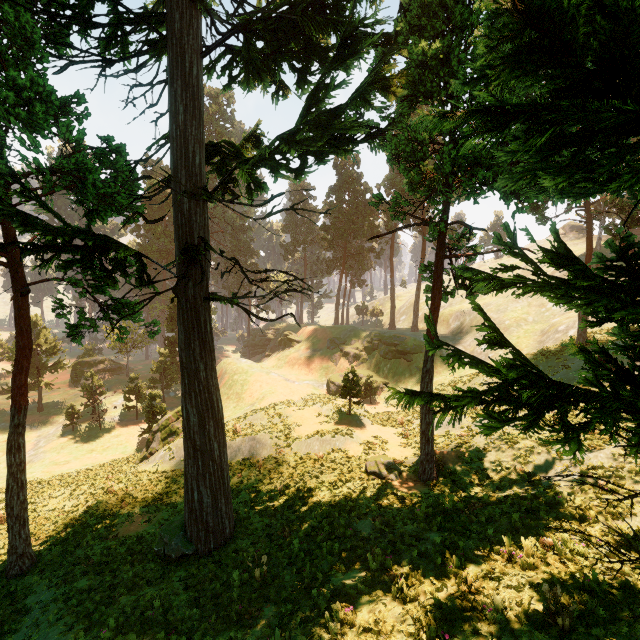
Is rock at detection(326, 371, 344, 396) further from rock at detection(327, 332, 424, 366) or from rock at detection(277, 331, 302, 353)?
rock at detection(277, 331, 302, 353)

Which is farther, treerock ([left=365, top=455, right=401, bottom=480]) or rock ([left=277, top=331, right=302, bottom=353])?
rock ([left=277, top=331, right=302, bottom=353])

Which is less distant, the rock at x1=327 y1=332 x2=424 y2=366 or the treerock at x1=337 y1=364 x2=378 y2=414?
the treerock at x1=337 y1=364 x2=378 y2=414

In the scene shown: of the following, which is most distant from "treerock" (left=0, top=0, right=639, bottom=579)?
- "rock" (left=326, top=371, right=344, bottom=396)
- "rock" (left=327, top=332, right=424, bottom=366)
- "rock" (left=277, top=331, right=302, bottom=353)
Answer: "rock" (left=326, top=371, right=344, bottom=396)

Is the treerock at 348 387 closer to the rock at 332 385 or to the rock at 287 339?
the rock at 287 339

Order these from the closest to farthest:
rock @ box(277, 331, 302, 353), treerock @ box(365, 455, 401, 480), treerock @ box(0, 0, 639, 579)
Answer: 1. treerock @ box(0, 0, 639, 579)
2. treerock @ box(365, 455, 401, 480)
3. rock @ box(277, 331, 302, 353)

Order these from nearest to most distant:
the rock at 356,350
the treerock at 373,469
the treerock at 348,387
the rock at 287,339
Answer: the treerock at 373,469 < the treerock at 348,387 < the rock at 356,350 < the rock at 287,339

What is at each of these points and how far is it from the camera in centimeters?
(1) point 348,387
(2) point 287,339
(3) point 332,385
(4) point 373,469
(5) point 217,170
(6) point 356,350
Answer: (1) treerock, 2298cm
(2) rock, 5725cm
(3) rock, 4281cm
(4) treerock, 1559cm
(5) treerock, 1897cm
(6) rock, 4825cm
